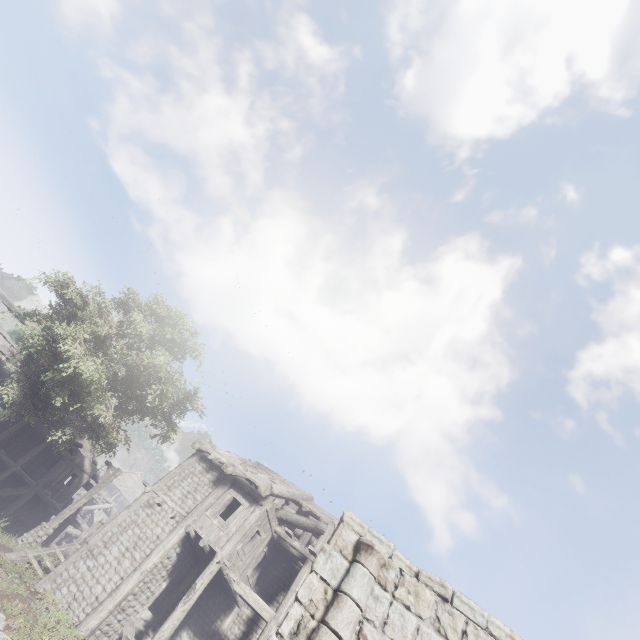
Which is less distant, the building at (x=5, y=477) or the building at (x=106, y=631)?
the building at (x=106, y=631)

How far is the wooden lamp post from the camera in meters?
14.8

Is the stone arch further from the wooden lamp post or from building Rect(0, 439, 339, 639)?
the wooden lamp post

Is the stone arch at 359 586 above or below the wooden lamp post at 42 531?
above

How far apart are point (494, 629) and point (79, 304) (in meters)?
21.47

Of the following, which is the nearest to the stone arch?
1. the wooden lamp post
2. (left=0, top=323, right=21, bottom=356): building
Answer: (left=0, top=323, right=21, bottom=356): building
